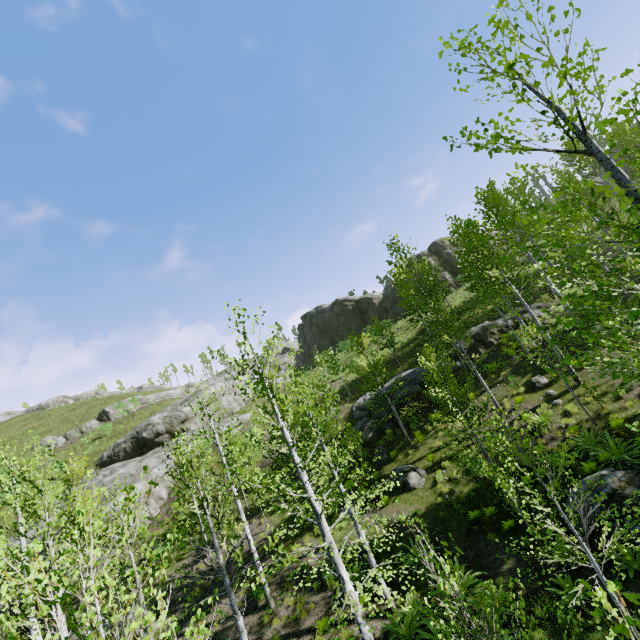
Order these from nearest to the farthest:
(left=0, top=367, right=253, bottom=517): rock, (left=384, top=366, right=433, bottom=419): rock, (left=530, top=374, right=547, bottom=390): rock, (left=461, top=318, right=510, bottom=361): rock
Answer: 1. (left=530, top=374, right=547, bottom=390): rock
2. (left=384, top=366, right=433, bottom=419): rock
3. (left=461, top=318, right=510, bottom=361): rock
4. (left=0, top=367, right=253, bottom=517): rock

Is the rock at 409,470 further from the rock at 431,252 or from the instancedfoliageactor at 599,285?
the rock at 431,252

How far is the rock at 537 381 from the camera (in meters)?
16.36

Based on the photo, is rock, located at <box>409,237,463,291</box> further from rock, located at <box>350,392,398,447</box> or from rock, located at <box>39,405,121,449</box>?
rock, located at <box>350,392,398,447</box>

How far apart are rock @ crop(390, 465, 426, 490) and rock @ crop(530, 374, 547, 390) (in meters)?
6.94

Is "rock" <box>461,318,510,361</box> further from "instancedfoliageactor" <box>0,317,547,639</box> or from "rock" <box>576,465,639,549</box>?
"rock" <box>576,465,639,549</box>

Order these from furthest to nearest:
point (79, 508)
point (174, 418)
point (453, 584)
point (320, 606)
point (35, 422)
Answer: point (35, 422), point (174, 418), point (320, 606), point (453, 584), point (79, 508)

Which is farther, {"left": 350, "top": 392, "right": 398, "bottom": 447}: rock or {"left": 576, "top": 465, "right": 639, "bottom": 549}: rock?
{"left": 350, "top": 392, "right": 398, "bottom": 447}: rock
